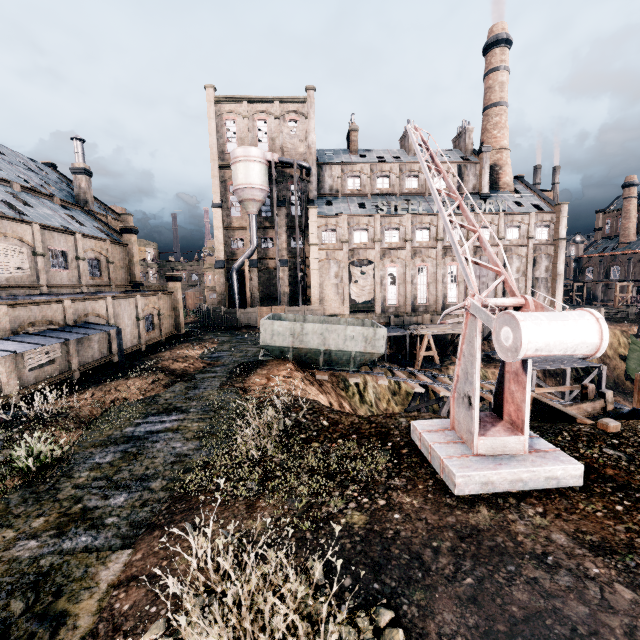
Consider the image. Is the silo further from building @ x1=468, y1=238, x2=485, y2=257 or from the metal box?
the metal box

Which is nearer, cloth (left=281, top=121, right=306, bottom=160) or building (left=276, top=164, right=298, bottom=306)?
cloth (left=281, top=121, right=306, bottom=160)

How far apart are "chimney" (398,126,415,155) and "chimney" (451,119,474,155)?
7.6 meters

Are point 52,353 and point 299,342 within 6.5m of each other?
no

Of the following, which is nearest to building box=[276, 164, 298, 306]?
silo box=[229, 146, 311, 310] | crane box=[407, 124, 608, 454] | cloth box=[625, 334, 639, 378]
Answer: silo box=[229, 146, 311, 310]

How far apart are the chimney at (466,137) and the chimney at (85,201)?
52.7m

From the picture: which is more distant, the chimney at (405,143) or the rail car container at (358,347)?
the chimney at (405,143)

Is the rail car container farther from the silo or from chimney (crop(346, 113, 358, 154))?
chimney (crop(346, 113, 358, 154))
